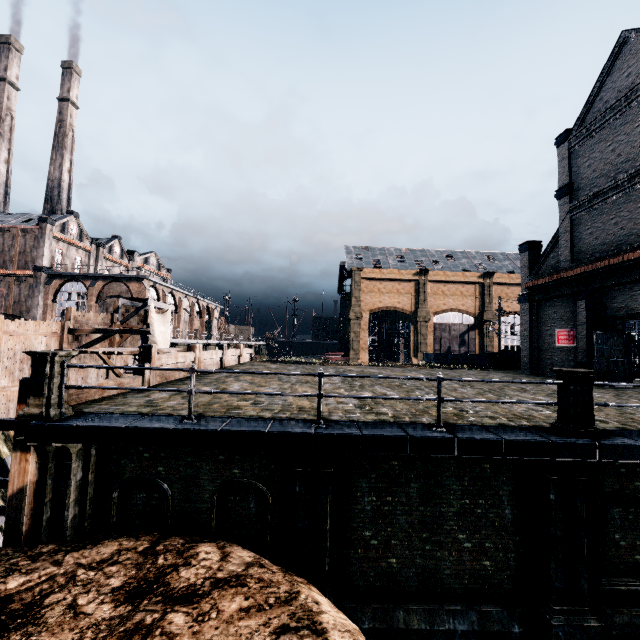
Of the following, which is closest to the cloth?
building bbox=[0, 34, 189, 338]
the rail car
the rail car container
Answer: building bbox=[0, 34, 189, 338]

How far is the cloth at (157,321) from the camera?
27.7m

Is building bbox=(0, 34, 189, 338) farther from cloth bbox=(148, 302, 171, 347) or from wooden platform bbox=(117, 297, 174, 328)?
cloth bbox=(148, 302, 171, 347)

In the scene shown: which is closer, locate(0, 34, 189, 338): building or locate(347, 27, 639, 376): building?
locate(347, 27, 639, 376): building

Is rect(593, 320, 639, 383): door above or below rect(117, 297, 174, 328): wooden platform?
below

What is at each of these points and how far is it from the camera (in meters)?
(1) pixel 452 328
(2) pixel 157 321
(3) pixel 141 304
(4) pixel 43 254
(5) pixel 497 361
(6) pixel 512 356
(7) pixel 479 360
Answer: (1) building, 59.41
(2) cloth, 29.02
(3) wooden platform, 30.55
(4) building, 44.03
(5) column, 31.88
(6) rail car container, 33.66
(7) rail car, 46.91

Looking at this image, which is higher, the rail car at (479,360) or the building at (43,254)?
the building at (43,254)

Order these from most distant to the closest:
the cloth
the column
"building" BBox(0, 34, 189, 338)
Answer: "building" BBox(0, 34, 189, 338) → the column → the cloth
